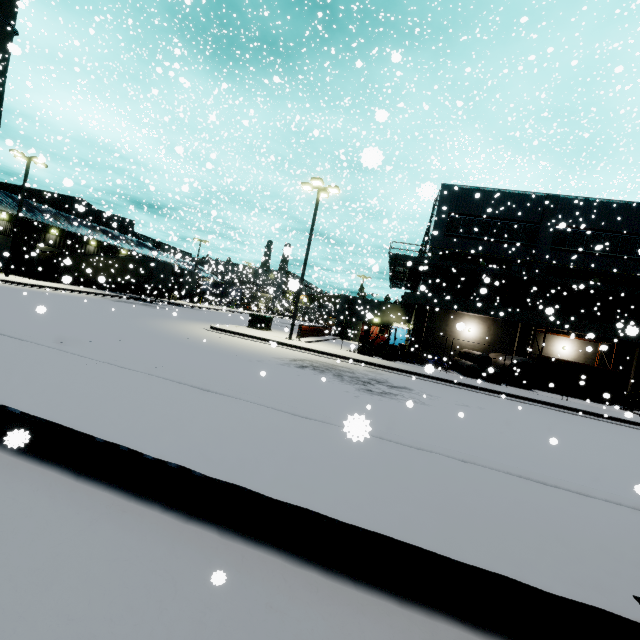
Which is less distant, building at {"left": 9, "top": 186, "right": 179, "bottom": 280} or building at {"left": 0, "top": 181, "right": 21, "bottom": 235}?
building at {"left": 0, "top": 181, "right": 21, "bottom": 235}

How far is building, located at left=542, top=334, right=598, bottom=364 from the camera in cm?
2442

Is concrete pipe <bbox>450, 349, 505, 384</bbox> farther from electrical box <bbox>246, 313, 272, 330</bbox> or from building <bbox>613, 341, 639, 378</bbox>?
electrical box <bbox>246, 313, 272, 330</bbox>

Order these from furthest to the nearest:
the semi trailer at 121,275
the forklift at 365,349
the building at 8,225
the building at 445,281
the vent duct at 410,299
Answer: the semi trailer at 121,275 → the building at 8,225 → the building at 445,281 → the vent duct at 410,299 → the forklift at 365,349

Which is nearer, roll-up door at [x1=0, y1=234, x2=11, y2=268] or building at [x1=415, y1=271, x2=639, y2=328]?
building at [x1=415, y1=271, x2=639, y2=328]

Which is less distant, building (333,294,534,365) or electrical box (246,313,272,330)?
electrical box (246,313,272,330)

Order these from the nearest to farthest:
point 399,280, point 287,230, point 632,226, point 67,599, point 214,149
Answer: point 67,599, point 632,226, point 399,280, point 287,230, point 214,149

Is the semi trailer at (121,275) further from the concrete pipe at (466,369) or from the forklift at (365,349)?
the concrete pipe at (466,369)
